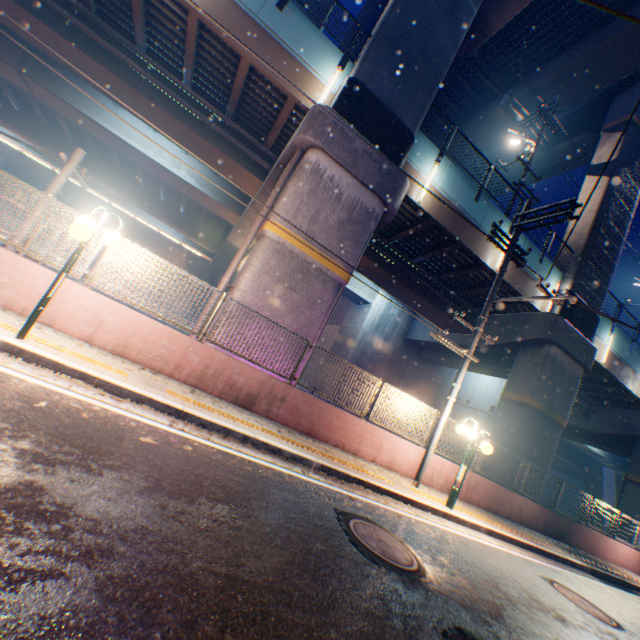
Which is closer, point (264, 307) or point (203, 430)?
point (203, 430)

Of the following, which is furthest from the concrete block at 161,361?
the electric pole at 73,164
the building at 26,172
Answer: the building at 26,172

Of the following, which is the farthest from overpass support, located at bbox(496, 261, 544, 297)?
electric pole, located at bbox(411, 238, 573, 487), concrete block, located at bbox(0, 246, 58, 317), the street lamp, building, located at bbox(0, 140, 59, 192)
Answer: building, located at bbox(0, 140, 59, 192)

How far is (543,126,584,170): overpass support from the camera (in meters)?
22.02

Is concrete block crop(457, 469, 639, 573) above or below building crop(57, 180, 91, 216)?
below

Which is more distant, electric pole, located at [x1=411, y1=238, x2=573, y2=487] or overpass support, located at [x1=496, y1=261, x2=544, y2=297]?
overpass support, located at [x1=496, y1=261, x2=544, y2=297]

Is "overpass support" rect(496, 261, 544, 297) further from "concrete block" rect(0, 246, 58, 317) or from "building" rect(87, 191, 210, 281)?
"building" rect(87, 191, 210, 281)

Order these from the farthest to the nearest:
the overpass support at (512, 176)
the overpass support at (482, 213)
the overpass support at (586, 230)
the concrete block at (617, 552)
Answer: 1. the overpass support at (512, 176)
2. the overpass support at (586, 230)
3. the overpass support at (482, 213)
4. the concrete block at (617, 552)
